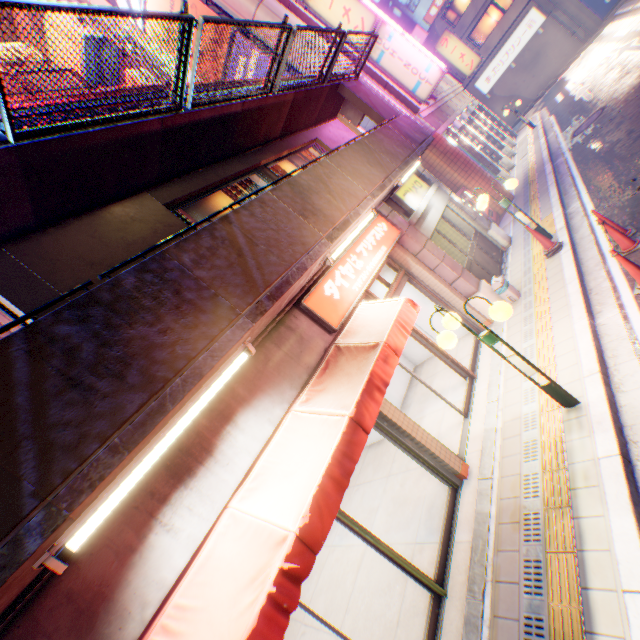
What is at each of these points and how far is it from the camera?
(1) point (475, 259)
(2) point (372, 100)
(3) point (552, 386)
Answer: (1) door, 9.5 meters
(2) pylon, 9.8 meters
(3) street lamp, 4.6 meters

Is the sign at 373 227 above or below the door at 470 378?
above

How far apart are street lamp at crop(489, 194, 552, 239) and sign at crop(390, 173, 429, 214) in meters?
1.4 m

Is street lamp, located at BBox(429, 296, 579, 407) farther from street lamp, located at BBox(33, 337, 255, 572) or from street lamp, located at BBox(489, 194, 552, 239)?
street lamp, located at BBox(489, 194, 552, 239)

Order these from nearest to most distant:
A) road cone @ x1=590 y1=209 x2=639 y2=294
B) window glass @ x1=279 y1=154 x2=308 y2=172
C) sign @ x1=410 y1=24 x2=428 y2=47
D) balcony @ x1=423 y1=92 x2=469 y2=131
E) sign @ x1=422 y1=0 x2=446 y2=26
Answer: road cone @ x1=590 y1=209 x2=639 y2=294
window glass @ x1=279 y1=154 x2=308 y2=172
balcony @ x1=423 y1=92 x2=469 y2=131
sign @ x1=422 y1=0 x2=446 y2=26
sign @ x1=410 y1=24 x2=428 y2=47

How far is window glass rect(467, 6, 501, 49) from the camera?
28.1m

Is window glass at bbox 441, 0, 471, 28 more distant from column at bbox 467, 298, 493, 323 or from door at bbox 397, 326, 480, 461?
door at bbox 397, 326, 480, 461

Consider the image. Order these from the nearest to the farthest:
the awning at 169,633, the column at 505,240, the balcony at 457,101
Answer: the awning at 169,633, the column at 505,240, the balcony at 457,101
